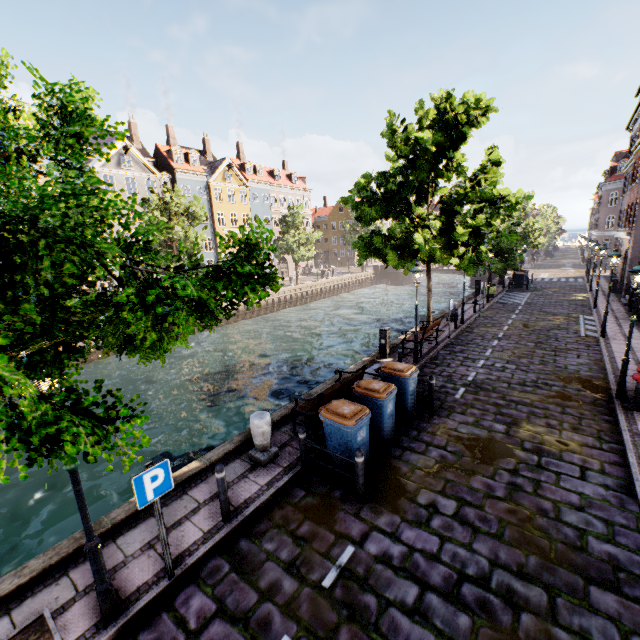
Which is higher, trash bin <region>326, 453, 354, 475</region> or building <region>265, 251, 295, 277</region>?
building <region>265, 251, 295, 277</region>

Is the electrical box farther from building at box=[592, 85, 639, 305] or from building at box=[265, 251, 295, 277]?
building at box=[265, 251, 295, 277]

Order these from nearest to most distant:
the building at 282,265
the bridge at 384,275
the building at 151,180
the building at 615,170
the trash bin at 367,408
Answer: the trash bin at 367,408
the building at 615,170
the building at 151,180
the building at 282,265
the bridge at 384,275

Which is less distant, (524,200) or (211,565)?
(211,565)

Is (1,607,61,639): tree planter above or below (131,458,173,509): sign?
below

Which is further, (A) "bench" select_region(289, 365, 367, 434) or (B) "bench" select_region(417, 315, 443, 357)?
(B) "bench" select_region(417, 315, 443, 357)

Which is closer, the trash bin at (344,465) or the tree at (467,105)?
the trash bin at (344,465)

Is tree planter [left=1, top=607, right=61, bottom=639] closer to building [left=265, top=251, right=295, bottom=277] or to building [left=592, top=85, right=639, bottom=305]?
building [left=592, top=85, right=639, bottom=305]
